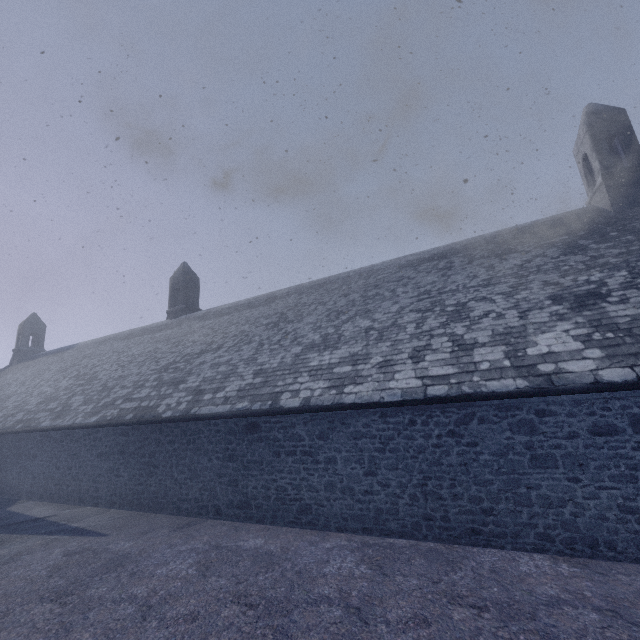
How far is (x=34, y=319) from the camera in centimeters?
2972cm
